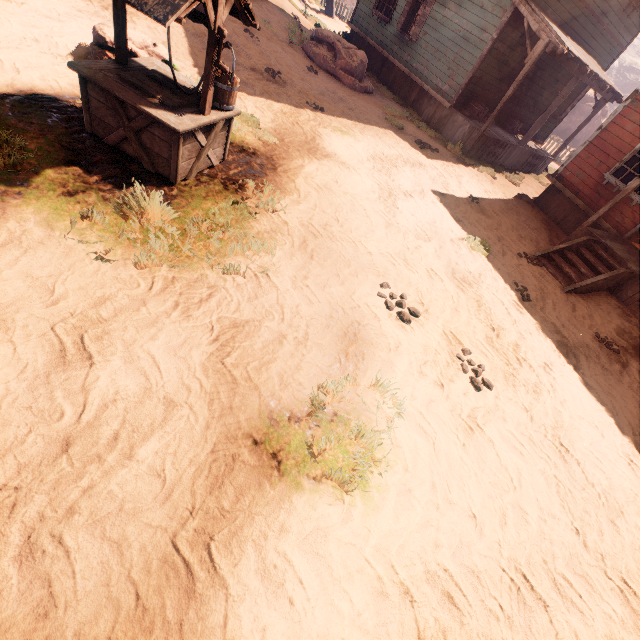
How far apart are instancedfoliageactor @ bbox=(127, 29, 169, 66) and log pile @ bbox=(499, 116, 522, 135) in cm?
1327

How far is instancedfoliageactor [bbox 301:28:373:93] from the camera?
11.80m

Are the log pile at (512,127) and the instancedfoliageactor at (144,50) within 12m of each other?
no

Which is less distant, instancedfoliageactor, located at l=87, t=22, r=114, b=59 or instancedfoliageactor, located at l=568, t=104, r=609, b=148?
instancedfoliageactor, located at l=87, t=22, r=114, b=59

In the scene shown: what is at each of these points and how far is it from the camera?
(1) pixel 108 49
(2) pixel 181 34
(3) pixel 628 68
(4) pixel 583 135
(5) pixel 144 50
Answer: (1) instancedfoliageactor, 5.39m
(2) z, 7.91m
(3) z, 51.44m
(4) instancedfoliageactor, 32.31m
(5) instancedfoliageactor, 5.66m

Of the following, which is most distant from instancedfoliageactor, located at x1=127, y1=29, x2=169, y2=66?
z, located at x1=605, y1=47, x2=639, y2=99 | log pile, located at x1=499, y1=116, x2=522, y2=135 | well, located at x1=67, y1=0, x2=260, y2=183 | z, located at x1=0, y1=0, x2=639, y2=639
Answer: z, located at x1=605, y1=47, x2=639, y2=99

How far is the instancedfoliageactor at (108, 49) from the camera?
5.3m

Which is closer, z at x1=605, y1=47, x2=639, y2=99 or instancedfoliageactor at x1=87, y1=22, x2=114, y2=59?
instancedfoliageactor at x1=87, y1=22, x2=114, y2=59
